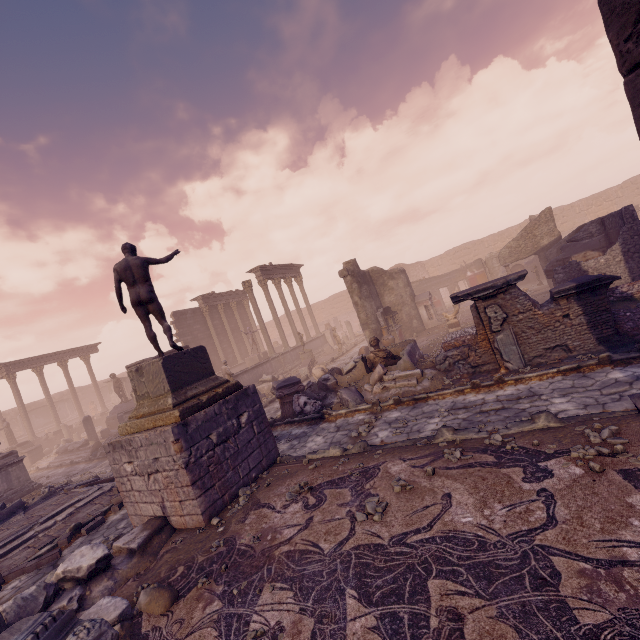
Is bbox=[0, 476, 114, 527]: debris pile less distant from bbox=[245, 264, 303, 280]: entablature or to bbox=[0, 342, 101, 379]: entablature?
bbox=[245, 264, 303, 280]: entablature

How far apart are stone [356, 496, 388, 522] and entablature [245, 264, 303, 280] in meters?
20.2 m

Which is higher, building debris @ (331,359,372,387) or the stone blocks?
building debris @ (331,359,372,387)

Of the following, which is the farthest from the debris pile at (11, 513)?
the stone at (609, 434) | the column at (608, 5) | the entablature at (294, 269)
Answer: the entablature at (294, 269)

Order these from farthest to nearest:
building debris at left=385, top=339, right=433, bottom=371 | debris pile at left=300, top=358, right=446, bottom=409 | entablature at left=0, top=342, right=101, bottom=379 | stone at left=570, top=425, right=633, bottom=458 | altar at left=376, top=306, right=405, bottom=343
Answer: entablature at left=0, top=342, right=101, bottom=379 → altar at left=376, top=306, right=405, bottom=343 → building debris at left=385, top=339, right=433, bottom=371 → debris pile at left=300, top=358, right=446, bottom=409 → stone at left=570, top=425, right=633, bottom=458

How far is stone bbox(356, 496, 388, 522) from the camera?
4.0m

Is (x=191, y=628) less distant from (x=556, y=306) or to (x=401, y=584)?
(x=401, y=584)

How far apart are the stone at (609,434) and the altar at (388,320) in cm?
1267
